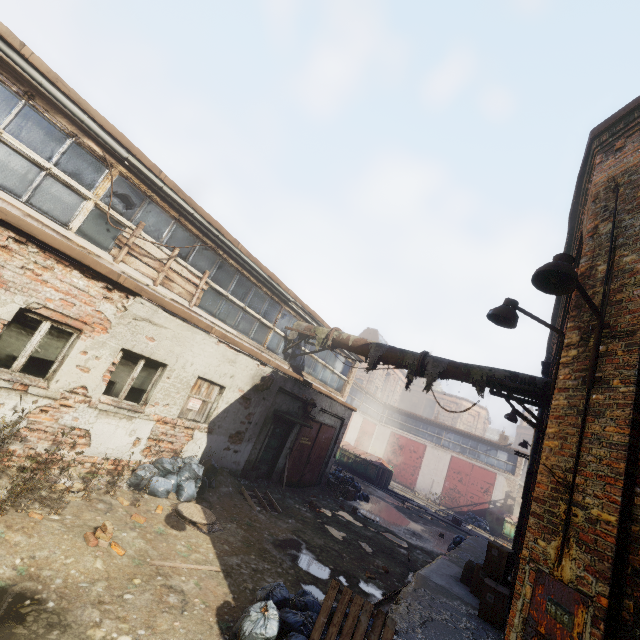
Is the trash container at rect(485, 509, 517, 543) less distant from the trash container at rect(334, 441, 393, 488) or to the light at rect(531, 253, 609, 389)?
the trash container at rect(334, 441, 393, 488)

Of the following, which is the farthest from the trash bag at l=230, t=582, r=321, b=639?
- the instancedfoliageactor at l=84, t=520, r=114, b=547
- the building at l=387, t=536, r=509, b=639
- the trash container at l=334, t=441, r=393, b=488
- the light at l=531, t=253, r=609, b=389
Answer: the trash container at l=334, t=441, r=393, b=488

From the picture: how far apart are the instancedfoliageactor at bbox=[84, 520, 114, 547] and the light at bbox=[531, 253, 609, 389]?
6.5 meters

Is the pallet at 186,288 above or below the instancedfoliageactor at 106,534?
above

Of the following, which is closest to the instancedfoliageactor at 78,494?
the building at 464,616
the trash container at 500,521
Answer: the building at 464,616

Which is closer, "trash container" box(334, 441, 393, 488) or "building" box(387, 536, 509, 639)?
"building" box(387, 536, 509, 639)

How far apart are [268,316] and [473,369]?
6.31m

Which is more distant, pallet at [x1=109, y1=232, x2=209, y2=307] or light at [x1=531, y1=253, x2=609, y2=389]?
pallet at [x1=109, y1=232, x2=209, y2=307]
